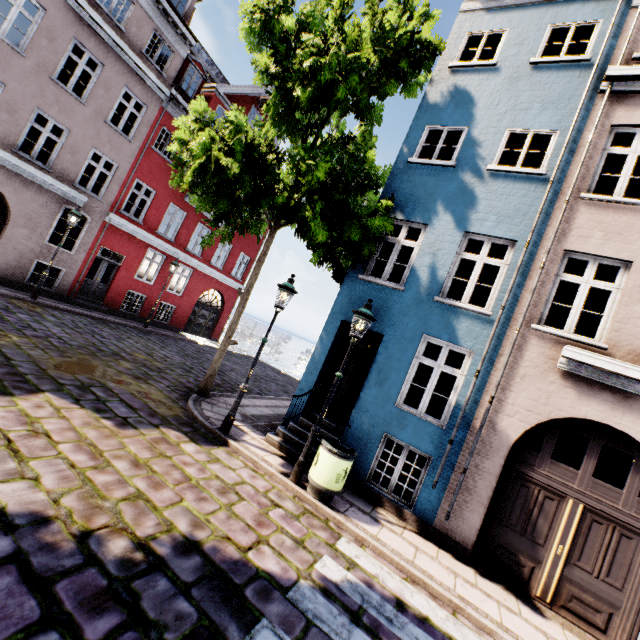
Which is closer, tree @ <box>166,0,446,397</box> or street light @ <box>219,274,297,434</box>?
tree @ <box>166,0,446,397</box>

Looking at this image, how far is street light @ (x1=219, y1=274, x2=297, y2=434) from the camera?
7.12m

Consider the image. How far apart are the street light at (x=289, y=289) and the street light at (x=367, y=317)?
1.5m

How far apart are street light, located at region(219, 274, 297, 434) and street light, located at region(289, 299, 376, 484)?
1.5m

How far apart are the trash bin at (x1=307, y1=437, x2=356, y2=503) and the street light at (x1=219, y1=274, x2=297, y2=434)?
2.1m

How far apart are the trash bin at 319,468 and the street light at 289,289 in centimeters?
206cm

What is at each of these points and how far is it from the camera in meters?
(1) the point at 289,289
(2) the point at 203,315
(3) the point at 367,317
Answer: (1) street light, 7.2 m
(2) building, 21.5 m
(3) street light, 6.3 m

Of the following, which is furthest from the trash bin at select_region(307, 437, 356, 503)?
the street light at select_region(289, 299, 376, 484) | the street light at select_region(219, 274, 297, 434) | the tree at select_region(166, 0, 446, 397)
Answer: the tree at select_region(166, 0, 446, 397)
